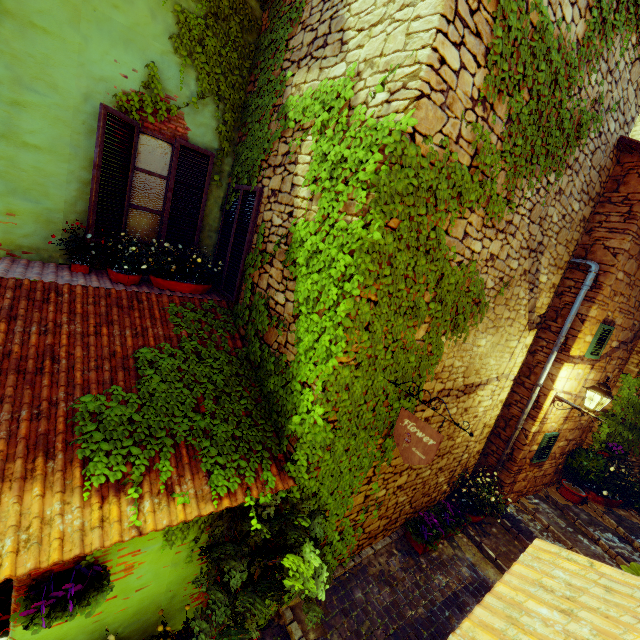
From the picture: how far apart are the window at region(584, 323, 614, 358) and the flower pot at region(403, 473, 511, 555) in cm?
360

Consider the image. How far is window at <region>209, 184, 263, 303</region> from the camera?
4.5m

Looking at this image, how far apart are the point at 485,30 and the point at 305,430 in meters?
4.0

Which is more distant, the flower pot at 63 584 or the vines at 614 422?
the vines at 614 422

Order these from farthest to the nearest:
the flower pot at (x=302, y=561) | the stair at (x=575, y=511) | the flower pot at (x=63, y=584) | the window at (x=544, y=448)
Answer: the window at (x=544, y=448)
the stair at (x=575, y=511)
the flower pot at (x=302, y=561)
the flower pot at (x=63, y=584)

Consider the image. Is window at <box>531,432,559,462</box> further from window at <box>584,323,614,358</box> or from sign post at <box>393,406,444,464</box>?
window at <box>584,323,614,358</box>

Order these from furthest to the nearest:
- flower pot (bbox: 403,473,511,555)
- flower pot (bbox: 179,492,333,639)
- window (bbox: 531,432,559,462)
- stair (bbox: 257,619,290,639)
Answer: window (bbox: 531,432,559,462), flower pot (bbox: 403,473,511,555), stair (bbox: 257,619,290,639), flower pot (bbox: 179,492,333,639)

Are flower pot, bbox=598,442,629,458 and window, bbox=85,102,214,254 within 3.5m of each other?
no
